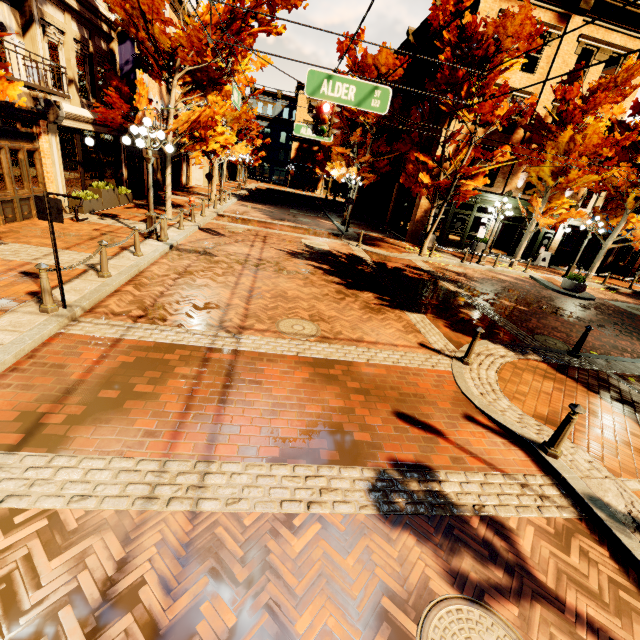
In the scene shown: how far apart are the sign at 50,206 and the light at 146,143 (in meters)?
5.48

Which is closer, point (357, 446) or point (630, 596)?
point (630, 596)

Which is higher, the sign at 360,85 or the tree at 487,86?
the tree at 487,86

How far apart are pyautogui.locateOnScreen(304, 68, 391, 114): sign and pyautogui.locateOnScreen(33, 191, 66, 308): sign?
4.9 meters

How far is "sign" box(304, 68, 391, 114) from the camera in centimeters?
626cm

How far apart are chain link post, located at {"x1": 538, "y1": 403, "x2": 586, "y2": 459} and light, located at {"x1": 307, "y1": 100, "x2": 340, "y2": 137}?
9.15m

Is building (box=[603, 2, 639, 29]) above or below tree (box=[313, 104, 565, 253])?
above

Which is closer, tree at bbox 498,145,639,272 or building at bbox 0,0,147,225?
building at bbox 0,0,147,225
